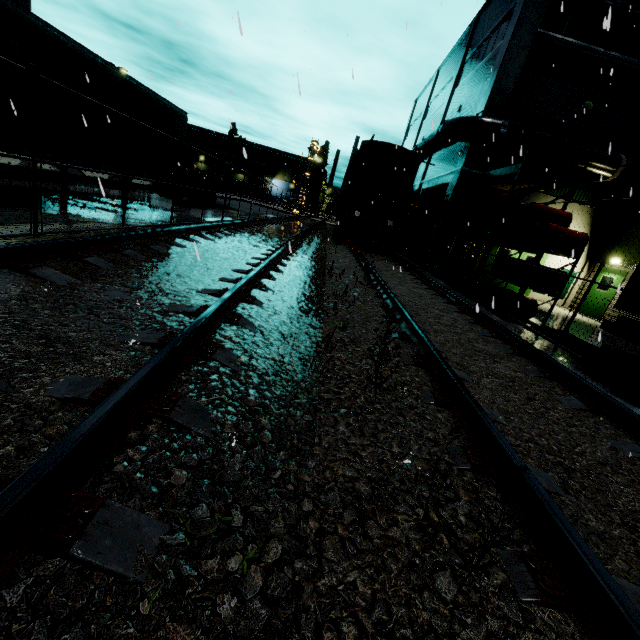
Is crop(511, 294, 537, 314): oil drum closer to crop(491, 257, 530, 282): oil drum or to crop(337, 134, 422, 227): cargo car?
crop(491, 257, 530, 282): oil drum

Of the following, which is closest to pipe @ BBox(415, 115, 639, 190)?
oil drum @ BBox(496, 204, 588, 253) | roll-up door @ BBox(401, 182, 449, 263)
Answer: roll-up door @ BBox(401, 182, 449, 263)

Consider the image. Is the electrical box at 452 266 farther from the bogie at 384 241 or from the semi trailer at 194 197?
the semi trailer at 194 197

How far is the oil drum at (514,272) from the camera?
8.53m

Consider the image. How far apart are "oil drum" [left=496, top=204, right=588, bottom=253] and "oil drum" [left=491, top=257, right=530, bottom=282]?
0.41m

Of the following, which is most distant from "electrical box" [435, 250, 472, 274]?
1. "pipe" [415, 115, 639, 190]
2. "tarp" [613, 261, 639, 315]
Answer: "tarp" [613, 261, 639, 315]

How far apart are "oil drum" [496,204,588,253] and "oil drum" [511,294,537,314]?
1.4 meters

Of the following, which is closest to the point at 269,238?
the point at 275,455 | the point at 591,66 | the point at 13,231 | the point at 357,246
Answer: the point at 13,231
